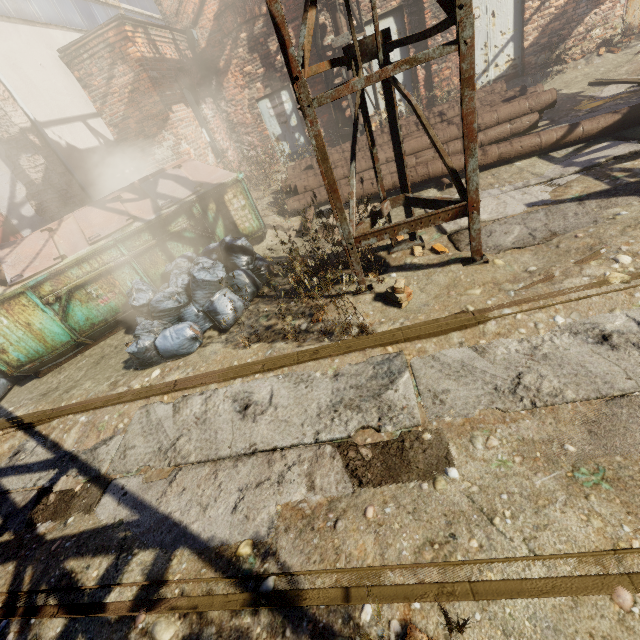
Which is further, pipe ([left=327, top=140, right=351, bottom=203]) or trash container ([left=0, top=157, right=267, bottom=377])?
pipe ([left=327, top=140, right=351, bottom=203])

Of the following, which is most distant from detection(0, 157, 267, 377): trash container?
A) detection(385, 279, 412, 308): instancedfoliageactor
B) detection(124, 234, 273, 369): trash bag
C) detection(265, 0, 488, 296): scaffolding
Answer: detection(385, 279, 412, 308): instancedfoliageactor

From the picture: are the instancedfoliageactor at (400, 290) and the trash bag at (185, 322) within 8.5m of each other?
yes

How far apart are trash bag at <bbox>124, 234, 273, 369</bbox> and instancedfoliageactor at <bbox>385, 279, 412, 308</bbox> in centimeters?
195cm

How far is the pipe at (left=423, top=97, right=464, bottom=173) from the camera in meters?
5.5 m

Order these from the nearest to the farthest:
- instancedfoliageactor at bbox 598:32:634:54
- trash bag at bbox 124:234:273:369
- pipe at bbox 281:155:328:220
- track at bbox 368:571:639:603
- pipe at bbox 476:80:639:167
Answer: track at bbox 368:571:639:603, trash bag at bbox 124:234:273:369, pipe at bbox 476:80:639:167, pipe at bbox 281:155:328:220, instancedfoliageactor at bbox 598:32:634:54

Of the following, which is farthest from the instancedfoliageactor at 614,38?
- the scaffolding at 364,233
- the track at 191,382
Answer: the track at 191,382

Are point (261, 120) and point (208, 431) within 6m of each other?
no
